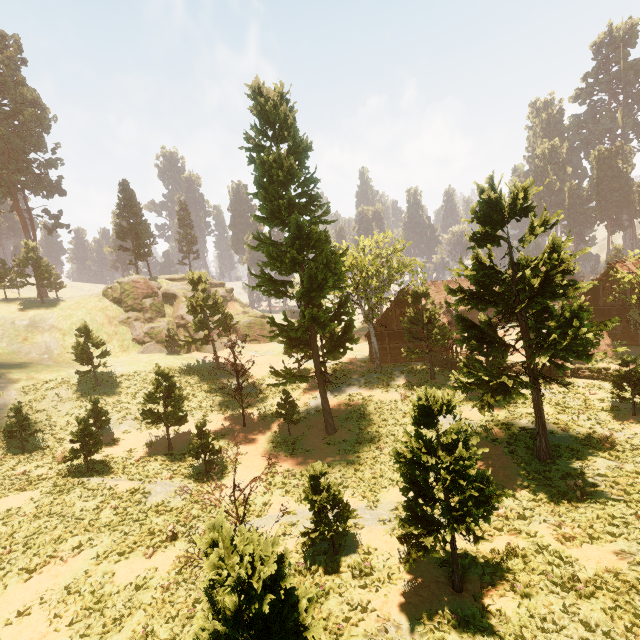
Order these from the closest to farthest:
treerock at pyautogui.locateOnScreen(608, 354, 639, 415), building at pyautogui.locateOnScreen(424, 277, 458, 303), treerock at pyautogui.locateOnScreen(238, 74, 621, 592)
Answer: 1. treerock at pyautogui.locateOnScreen(238, 74, 621, 592)
2. treerock at pyautogui.locateOnScreen(608, 354, 639, 415)
3. building at pyautogui.locateOnScreen(424, 277, 458, 303)

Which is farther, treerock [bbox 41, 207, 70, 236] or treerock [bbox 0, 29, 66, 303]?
treerock [bbox 41, 207, 70, 236]

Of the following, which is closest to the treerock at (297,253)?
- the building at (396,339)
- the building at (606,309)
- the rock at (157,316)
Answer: the building at (606,309)

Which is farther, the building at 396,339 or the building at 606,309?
the building at 396,339

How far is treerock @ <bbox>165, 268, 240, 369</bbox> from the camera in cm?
3334

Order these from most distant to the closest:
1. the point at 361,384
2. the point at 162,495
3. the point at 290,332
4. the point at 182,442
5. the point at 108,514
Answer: the point at 361,384, the point at 182,442, the point at 290,332, the point at 162,495, the point at 108,514

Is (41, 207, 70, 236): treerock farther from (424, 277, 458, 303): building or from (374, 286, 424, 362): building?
(374, 286, 424, 362): building

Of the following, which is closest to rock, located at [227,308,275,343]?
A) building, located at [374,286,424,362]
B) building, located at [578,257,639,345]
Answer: building, located at [374,286,424,362]
